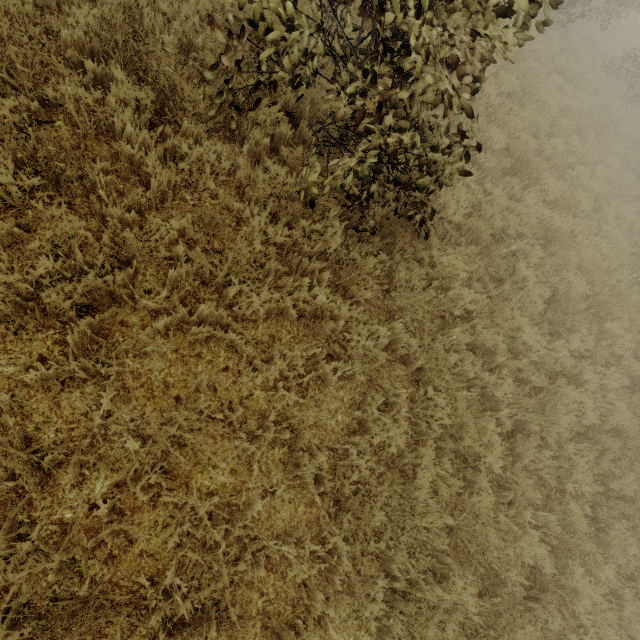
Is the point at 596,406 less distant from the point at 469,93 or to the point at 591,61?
the point at 469,93
